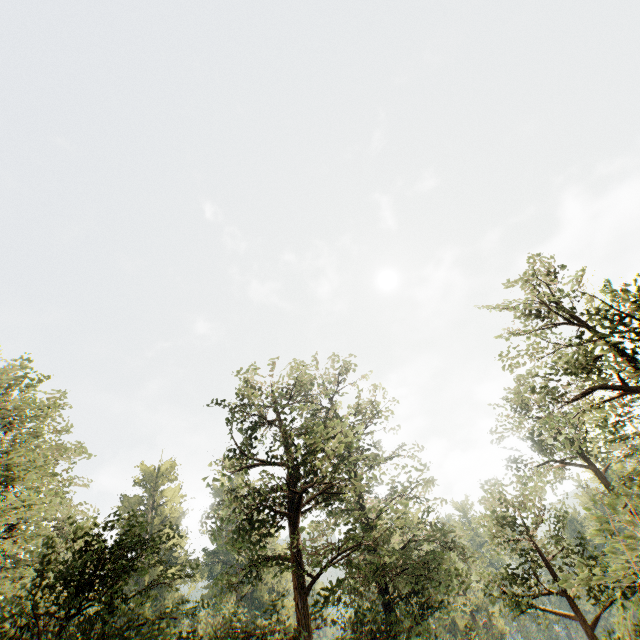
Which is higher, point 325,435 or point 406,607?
point 325,435
